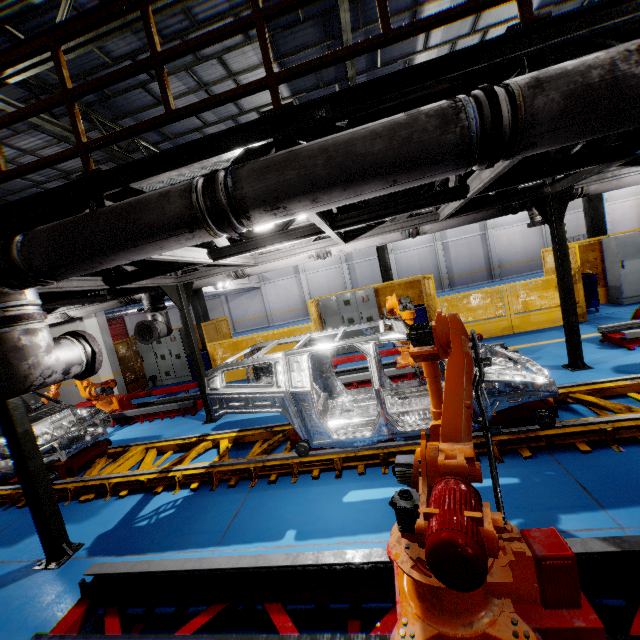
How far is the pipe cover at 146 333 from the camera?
7.6m

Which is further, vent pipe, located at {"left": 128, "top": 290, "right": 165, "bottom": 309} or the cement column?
the cement column

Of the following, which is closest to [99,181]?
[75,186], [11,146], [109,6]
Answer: [75,186]

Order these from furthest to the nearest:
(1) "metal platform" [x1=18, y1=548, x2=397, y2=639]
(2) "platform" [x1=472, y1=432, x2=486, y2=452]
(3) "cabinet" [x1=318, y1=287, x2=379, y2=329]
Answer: (3) "cabinet" [x1=318, y1=287, x2=379, y2=329]
(2) "platform" [x1=472, y1=432, x2=486, y2=452]
(1) "metal platform" [x1=18, y1=548, x2=397, y2=639]

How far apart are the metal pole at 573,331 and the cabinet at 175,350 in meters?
12.3

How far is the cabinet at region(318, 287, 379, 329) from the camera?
11.6 meters

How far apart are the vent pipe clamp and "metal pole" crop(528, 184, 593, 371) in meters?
4.2

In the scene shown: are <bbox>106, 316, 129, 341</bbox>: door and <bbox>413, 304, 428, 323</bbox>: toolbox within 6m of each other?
no
